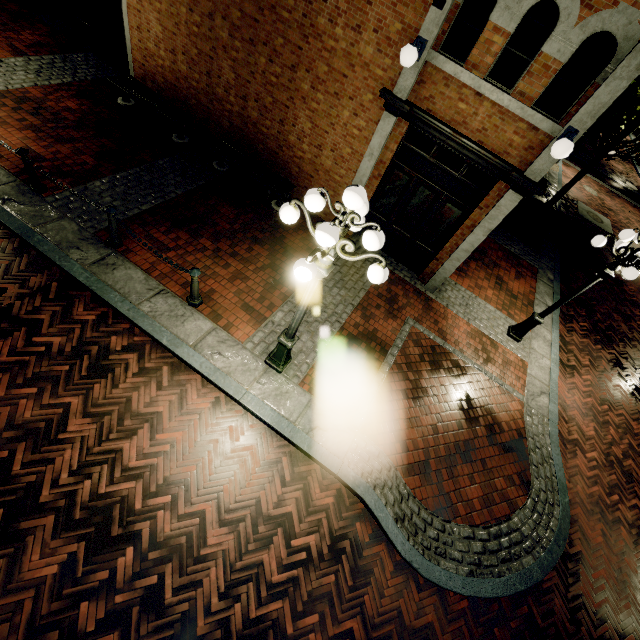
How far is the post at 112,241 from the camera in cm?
569

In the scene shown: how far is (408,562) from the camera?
4.9m

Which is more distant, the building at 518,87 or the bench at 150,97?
the bench at 150,97

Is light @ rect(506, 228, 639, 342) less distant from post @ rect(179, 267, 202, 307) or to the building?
post @ rect(179, 267, 202, 307)

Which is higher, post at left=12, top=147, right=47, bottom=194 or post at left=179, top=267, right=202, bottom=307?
post at left=179, top=267, right=202, bottom=307

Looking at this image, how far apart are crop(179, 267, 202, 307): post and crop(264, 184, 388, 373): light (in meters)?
1.66

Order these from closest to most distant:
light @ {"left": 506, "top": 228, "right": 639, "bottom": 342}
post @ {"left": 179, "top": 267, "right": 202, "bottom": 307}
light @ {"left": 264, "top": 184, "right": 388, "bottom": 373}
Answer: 1. light @ {"left": 264, "top": 184, "right": 388, "bottom": 373}
2. post @ {"left": 179, "top": 267, "right": 202, "bottom": 307}
3. light @ {"left": 506, "top": 228, "right": 639, "bottom": 342}

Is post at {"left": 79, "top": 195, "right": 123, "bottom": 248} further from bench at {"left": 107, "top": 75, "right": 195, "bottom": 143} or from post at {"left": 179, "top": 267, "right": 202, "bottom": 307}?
bench at {"left": 107, "top": 75, "right": 195, "bottom": 143}
